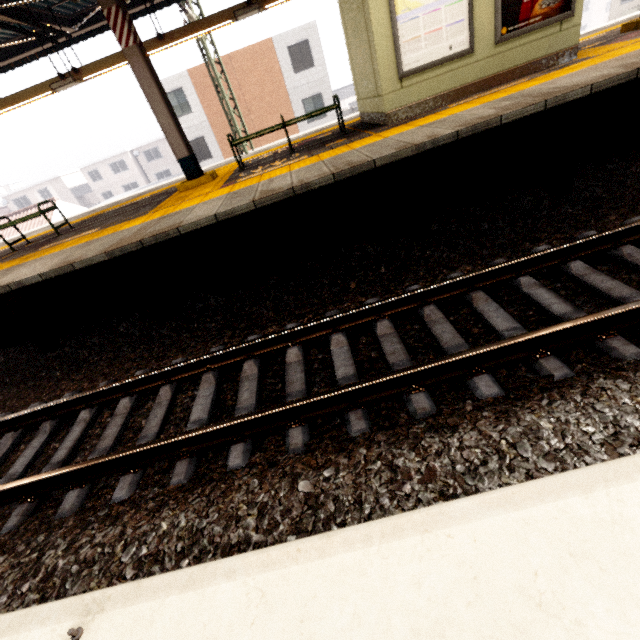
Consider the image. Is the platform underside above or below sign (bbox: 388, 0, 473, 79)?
below

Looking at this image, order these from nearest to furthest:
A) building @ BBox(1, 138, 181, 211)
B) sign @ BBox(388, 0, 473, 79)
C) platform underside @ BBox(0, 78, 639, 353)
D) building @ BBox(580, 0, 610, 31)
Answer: platform underside @ BBox(0, 78, 639, 353) < sign @ BBox(388, 0, 473, 79) < building @ BBox(1, 138, 181, 211) < building @ BBox(580, 0, 610, 31)

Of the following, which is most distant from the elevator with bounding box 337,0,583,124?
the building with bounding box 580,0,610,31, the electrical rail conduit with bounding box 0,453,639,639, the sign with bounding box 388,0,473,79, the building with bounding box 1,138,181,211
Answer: the building with bounding box 580,0,610,31

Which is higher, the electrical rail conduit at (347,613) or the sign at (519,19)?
the sign at (519,19)

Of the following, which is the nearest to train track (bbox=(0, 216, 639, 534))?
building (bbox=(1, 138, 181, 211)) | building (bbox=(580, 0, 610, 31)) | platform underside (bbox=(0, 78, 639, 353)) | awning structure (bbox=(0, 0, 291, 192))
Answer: platform underside (bbox=(0, 78, 639, 353))

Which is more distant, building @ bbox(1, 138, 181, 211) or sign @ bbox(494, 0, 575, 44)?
building @ bbox(1, 138, 181, 211)

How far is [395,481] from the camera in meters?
1.9 m

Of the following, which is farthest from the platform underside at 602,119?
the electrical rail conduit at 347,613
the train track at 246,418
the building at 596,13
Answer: the building at 596,13
